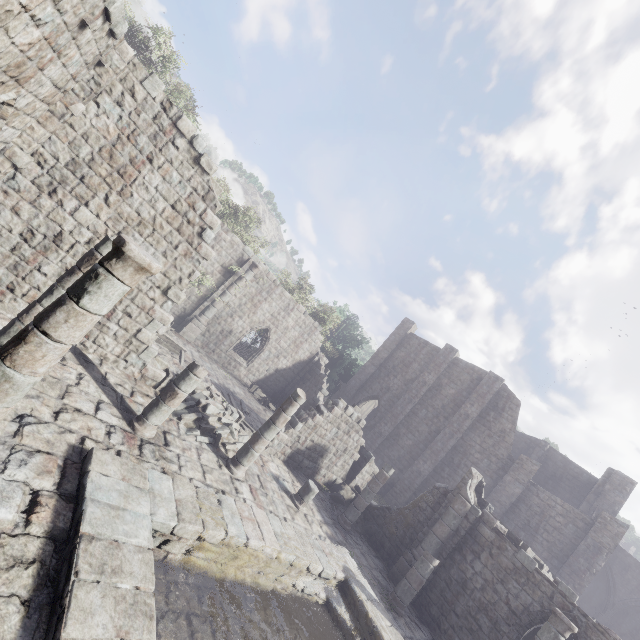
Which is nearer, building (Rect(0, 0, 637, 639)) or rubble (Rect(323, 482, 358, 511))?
building (Rect(0, 0, 637, 639))

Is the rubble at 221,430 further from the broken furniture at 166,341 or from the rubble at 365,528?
the rubble at 365,528

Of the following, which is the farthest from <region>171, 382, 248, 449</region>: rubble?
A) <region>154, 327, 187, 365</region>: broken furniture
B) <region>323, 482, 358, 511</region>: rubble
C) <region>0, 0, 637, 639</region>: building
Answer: <region>323, 482, 358, 511</region>: rubble

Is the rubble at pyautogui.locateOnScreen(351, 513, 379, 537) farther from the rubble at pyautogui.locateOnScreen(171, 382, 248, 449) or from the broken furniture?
the broken furniture

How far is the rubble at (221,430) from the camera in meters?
10.5 m

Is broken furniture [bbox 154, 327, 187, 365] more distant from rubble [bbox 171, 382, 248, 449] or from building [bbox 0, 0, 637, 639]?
rubble [bbox 171, 382, 248, 449]

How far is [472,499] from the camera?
14.0 meters

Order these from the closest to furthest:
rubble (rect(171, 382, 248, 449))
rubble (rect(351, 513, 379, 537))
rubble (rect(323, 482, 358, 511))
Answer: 1. rubble (rect(171, 382, 248, 449))
2. rubble (rect(351, 513, 379, 537))
3. rubble (rect(323, 482, 358, 511))
